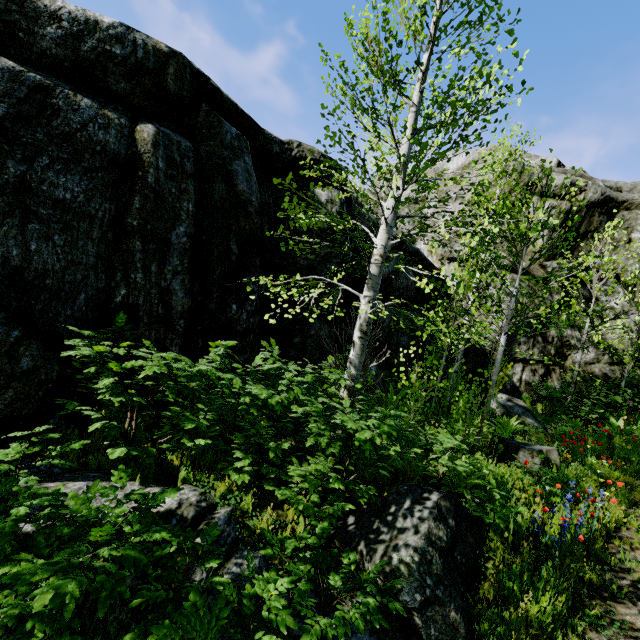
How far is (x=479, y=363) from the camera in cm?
1292

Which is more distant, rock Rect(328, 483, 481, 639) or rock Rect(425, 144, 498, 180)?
rock Rect(425, 144, 498, 180)

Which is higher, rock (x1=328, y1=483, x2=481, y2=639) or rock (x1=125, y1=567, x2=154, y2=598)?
rock (x1=328, y1=483, x2=481, y2=639)

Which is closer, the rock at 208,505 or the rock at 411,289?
the rock at 208,505

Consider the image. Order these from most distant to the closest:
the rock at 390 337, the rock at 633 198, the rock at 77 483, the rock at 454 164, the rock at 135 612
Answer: the rock at 454 164
the rock at 633 198
the rock at 390 337
the rock at 77 483
the rock at 135 612

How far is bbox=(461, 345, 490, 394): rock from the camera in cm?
1276
